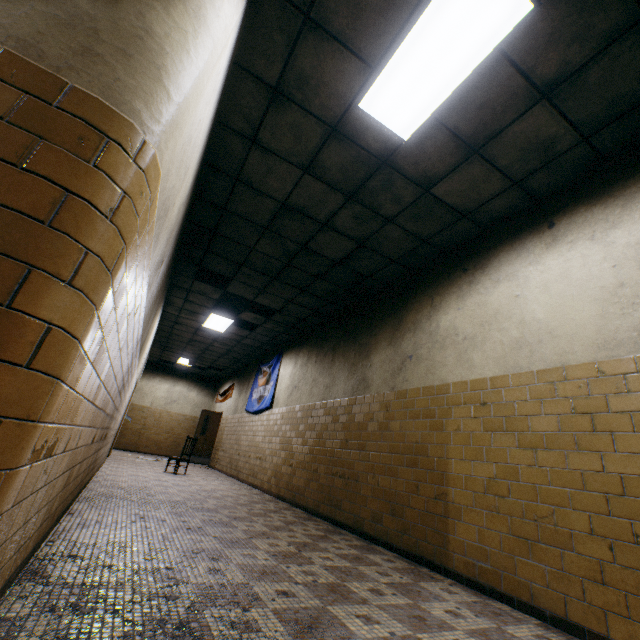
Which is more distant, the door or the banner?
the door

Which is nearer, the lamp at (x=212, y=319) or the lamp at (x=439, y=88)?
the lamp at (x=439, y=88)

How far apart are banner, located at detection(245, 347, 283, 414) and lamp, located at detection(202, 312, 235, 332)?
Answer: 1.7 meters

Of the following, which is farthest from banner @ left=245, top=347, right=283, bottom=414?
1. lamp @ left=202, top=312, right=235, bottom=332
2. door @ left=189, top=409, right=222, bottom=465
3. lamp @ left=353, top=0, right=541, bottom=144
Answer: lamp @ left=353, top=0, right=541, bottom=144

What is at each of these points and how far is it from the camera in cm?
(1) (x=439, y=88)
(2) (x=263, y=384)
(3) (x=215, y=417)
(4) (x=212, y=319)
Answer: (1) lamp, 284
(2) banner, 999
(3) door, 1374
(4) lamp, 897

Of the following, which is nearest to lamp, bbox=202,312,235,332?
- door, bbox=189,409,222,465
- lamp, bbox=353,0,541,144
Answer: door, bbox=189,409,222,465

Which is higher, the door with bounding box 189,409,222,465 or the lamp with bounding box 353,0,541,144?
the lamp with bounding box 353,0,541,144

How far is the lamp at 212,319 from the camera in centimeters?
869cm
